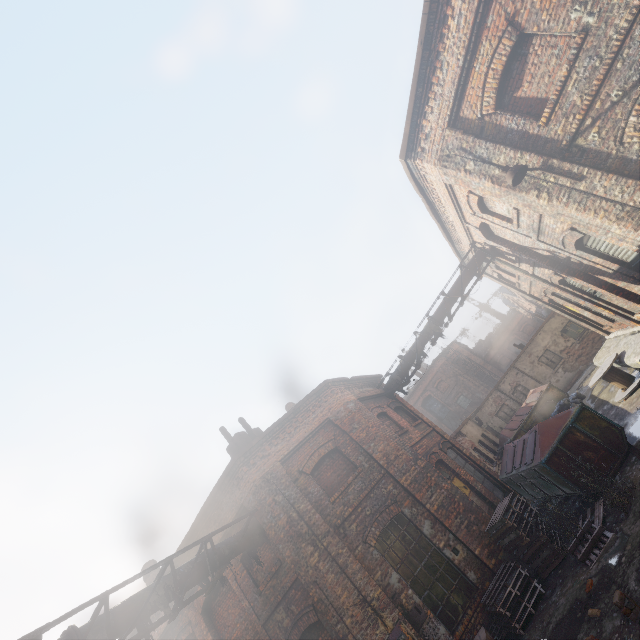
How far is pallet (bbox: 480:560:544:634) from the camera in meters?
7.3 m

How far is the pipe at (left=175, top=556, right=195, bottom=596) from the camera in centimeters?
746cm

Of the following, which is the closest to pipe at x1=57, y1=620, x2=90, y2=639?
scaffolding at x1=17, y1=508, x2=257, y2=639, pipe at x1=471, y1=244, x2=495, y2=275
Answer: scaffolding at x1=17, y1=508, x2=257, y2=639

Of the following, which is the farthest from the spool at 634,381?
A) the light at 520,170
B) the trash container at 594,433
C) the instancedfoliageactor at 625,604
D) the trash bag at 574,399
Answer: the instancedfoliageactor at 625,604

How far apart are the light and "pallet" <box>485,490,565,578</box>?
8.0m

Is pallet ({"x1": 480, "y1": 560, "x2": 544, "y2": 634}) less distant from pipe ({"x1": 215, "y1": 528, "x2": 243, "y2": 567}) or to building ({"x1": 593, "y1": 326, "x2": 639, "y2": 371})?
building ({"x1": 593, "y1": 326, "x2": 639, "y2": 371})

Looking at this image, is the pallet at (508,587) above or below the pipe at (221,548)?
below

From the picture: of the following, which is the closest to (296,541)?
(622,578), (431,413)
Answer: (622,578)
